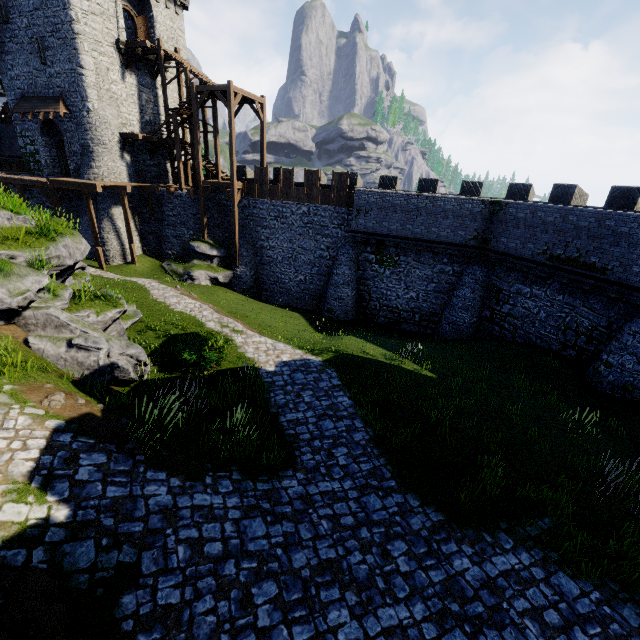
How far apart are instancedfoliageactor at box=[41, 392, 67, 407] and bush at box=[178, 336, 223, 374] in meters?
4.1 m

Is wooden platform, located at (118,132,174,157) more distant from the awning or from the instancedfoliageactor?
the instancedfoliageactor

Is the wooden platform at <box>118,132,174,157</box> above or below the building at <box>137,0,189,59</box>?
below

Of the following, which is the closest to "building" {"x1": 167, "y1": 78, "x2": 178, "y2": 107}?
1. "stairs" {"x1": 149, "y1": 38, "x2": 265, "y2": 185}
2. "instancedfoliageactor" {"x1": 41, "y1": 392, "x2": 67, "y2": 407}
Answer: "stairs" {"x1": 149, "y1": 38, "x2": 265, "y2": 185}

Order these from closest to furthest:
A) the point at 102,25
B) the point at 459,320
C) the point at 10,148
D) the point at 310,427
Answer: the point at 310,427
the point at 459,320
the point at 102,25
the point at 10,148

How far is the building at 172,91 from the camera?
27.6 meters

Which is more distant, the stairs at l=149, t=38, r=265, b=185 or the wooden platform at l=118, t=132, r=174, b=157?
the wooden platform at l=118, t=132, r=174, b=157

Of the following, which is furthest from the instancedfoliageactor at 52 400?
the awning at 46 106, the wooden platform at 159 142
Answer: the awning at 46 106
